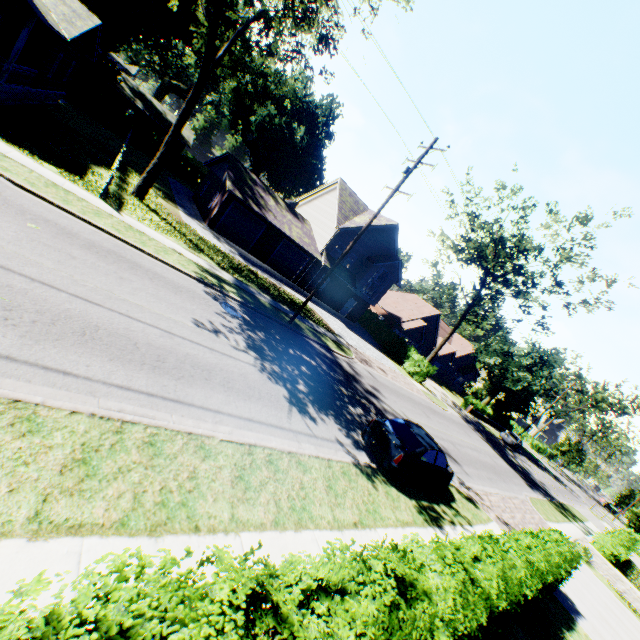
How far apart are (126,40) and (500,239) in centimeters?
4505cm

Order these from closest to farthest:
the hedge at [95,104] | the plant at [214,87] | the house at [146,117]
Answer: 1. the hedge at [95,104]
2. the house at [146,117]
3. the plant at [214,87]

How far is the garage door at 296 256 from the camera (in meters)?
29.75

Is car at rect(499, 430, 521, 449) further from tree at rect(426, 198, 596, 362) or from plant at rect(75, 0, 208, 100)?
plant at rect(75, 0, 208, 100)

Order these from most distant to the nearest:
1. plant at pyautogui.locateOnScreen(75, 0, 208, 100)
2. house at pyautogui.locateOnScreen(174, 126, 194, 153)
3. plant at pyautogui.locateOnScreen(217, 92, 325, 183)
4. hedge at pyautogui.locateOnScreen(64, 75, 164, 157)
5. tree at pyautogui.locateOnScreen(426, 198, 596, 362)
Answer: plant at pyautogui.locateOnScreen(217, 92, 325, 183), house at pyautogui.locateOnScreen(174, 126, 194, 153), hedge at pyautogui.locateOnScreen(64, 75, 164, 157), plant at pyautogui.locateOnScreen(75, 0, 208, 100), tree at pyautogui.locateOnScreen(426, 198, 596, 362)

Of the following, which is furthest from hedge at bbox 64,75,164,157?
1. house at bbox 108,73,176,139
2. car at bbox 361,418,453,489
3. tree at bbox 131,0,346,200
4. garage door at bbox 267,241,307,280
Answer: tree at bbox 131,0,346,200

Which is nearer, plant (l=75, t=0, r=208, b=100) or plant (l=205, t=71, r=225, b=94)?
plant (l=75, t=0, r=208, b=100)

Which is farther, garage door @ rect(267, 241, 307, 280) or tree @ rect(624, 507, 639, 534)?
tree @ rect(624, 507, 639, 534)
